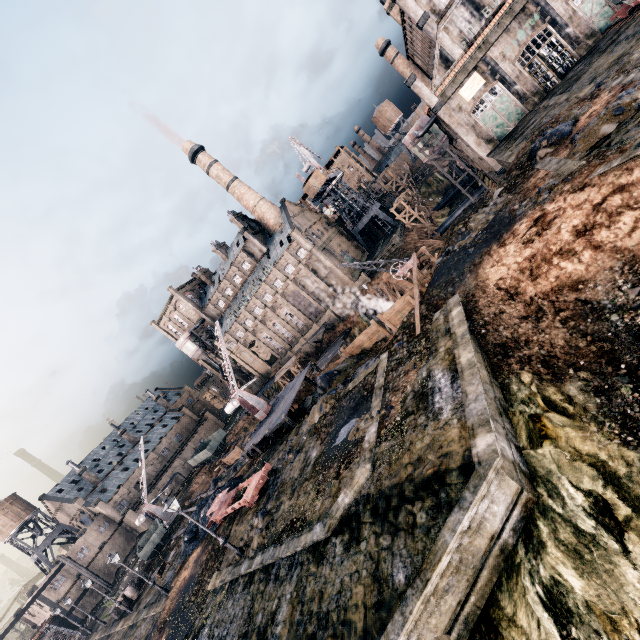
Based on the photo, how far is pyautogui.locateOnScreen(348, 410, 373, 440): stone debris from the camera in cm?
1727

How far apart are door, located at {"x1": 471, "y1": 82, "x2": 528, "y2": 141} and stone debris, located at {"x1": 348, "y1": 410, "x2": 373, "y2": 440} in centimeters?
3913cm

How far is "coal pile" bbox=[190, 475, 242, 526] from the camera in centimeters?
3040cm

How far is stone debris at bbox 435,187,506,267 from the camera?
23.5m

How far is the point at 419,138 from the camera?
46.9m

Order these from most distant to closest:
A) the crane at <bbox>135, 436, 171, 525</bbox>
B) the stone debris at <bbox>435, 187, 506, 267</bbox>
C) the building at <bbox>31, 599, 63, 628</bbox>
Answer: the building at <bbox>31, 599, 63, 628</bbox> → the crane at <bbox>135, 436, 171, 525</bbox> → the stone debris at <bbox>435, 187, 506, 267</bbox>

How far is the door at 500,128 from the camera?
37.3 meters

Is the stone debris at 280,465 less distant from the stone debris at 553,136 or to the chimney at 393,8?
the stone debris at 553,136
